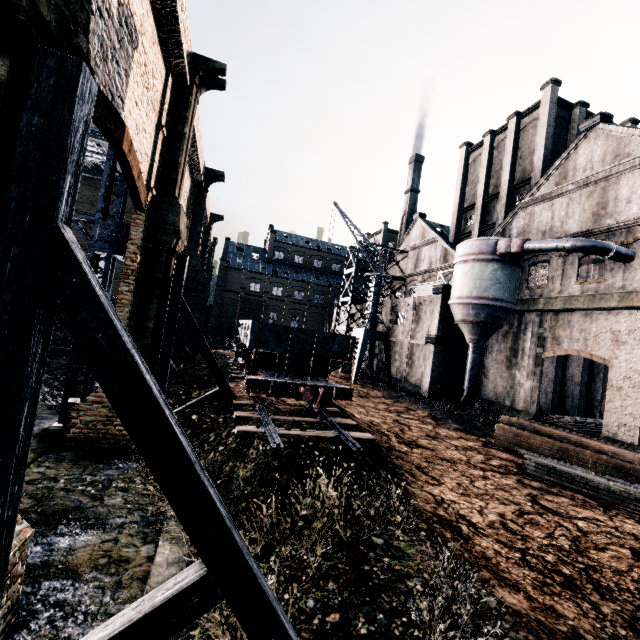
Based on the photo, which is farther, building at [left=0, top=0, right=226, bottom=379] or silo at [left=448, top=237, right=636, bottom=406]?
silo at [left=448, top=237, right=636, bottom=406]

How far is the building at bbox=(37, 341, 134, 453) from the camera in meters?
13.2 m

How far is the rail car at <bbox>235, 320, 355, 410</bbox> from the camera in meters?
13.6 m

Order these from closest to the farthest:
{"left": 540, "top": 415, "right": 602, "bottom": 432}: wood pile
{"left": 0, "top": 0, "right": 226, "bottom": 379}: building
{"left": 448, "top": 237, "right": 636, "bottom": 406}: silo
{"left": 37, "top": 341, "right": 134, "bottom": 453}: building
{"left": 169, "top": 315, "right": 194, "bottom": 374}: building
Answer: {"left": 0, "top": 0, "right": 226, "bottom": 379}: building, {"left": 37, "top": 341, "right": 134, "bottom": 453}: building, {"left": 448, "top": 237, "right": 636, "bottom": 406}: silo, {"left": 540, "top": 415, "right": 602, "bottom": 432}: wood pile, {"left": 169, "top": 315, "right": 194, "bottom": 374}: building

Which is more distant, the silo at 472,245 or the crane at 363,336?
the crane at 363,336

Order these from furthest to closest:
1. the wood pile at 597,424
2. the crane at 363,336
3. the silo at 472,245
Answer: the crane at 363,336 → the wood pile at 597,424 → the silo at 472,245

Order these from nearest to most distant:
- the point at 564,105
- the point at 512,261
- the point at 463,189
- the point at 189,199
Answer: the point at 512,261 < the point at 189,199 < the point at 564,105 < the point at 463,189
